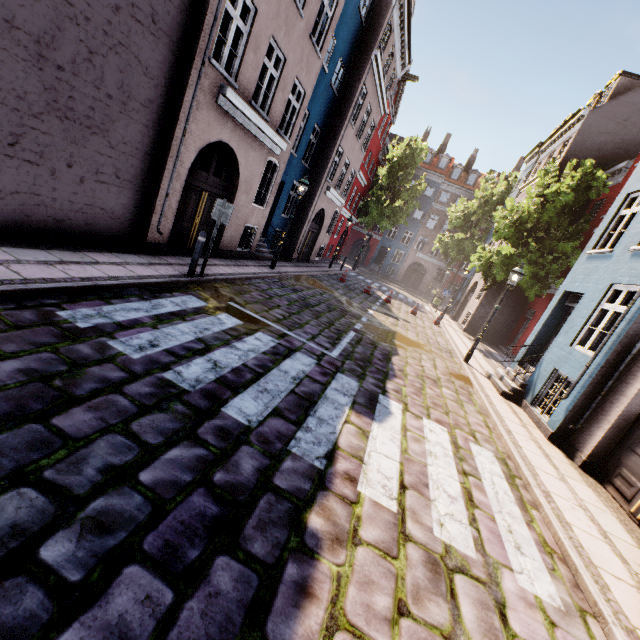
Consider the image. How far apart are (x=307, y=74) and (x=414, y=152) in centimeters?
2177cm

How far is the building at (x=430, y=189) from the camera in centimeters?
3956cm

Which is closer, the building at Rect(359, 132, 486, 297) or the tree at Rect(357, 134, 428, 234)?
the tree at Rect(357, 134, 428, 234)

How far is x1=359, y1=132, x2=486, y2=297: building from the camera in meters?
39.6 m

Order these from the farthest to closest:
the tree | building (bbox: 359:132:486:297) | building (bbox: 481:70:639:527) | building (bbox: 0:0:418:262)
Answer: building (bbox: 359:132:486:297) → the tree → building (bbox: 481:70:639:527) → building (bbox: 0:0:418:262)

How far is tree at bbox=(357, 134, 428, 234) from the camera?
29.7 meters

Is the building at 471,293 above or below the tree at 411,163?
below
